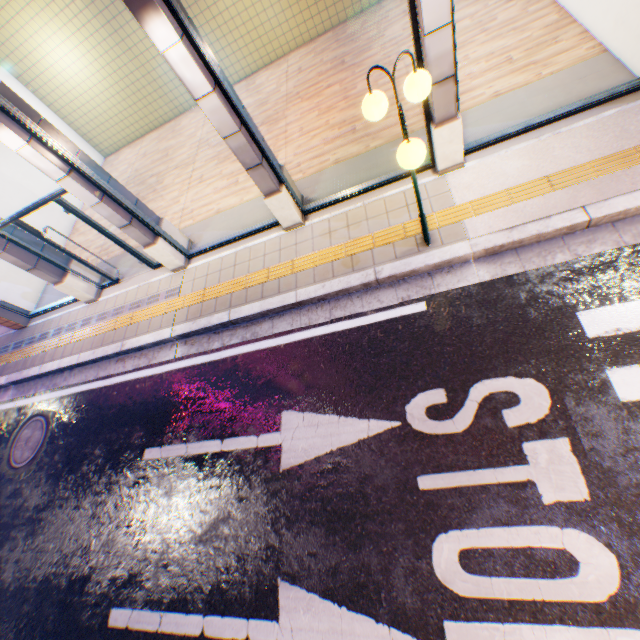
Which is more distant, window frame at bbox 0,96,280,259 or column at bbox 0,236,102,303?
column at bbox 0,236,102,303

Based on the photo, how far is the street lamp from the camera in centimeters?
305cm

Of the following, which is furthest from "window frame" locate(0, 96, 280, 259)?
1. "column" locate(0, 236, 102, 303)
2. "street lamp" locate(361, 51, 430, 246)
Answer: "column" locate(0, 236, 102, 303)

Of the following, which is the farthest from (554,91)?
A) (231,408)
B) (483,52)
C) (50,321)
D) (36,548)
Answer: (50,321)

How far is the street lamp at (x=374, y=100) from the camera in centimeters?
305cm

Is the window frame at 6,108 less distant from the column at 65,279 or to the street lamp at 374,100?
the street lamp at 374,100

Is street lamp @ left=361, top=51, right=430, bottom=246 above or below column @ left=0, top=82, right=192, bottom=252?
below

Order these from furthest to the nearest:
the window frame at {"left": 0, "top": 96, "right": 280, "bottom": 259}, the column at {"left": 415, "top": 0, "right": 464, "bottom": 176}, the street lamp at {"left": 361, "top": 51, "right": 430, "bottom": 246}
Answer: the window frame at {"left": 0, "top": 96, "right": 280, "bottom": 259} → the column at {"left": 415, "top": 0, "right": 464, "bottom": 176} → the street lamp at {"left": 361, "top": 51, "right": 430, "bottom": 246}
